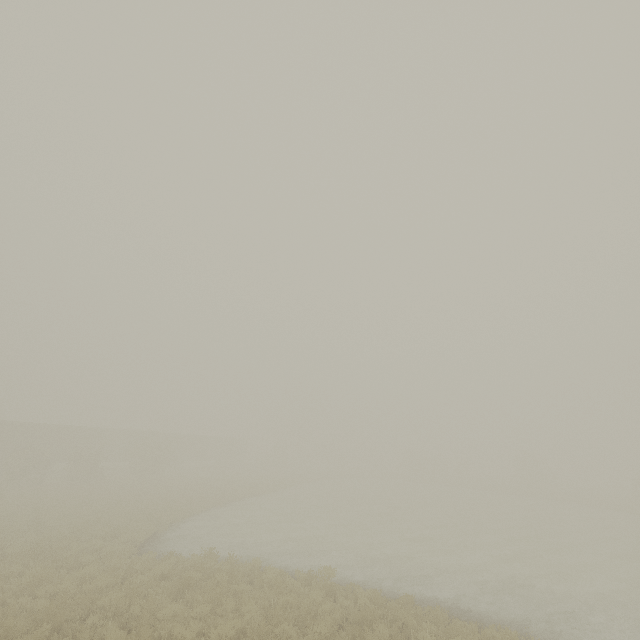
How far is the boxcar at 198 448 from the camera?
49.1m

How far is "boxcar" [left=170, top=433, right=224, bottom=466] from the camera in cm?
4912

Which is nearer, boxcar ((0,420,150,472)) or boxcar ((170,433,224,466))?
boxcar ((0,420,150,472))

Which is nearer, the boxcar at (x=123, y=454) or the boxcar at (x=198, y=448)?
the boxcar at (x=123, y=454)

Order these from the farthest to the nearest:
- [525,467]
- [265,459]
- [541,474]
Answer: [265,459] < [541,474] < [525,467]
